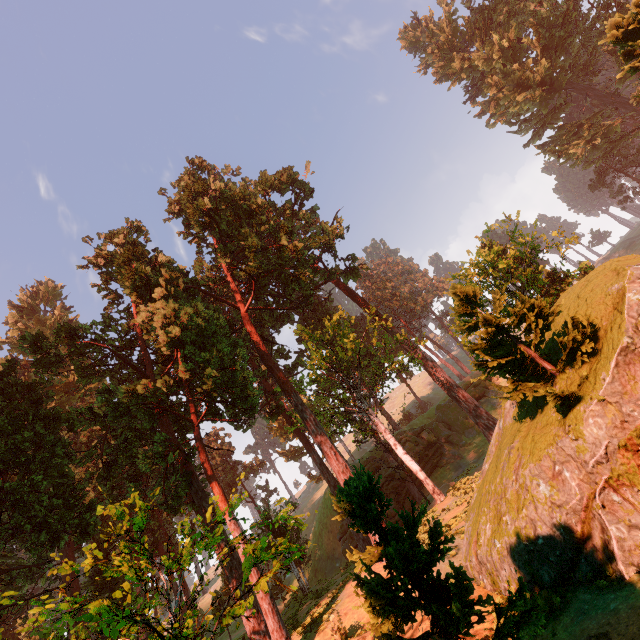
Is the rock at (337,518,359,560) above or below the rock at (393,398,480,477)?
below

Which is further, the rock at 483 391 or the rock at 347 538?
the rock at 483 391

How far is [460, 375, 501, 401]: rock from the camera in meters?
41.4

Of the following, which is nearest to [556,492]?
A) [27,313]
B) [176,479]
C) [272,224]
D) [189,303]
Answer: [176,479]

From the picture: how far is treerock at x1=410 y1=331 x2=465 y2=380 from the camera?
23.5m

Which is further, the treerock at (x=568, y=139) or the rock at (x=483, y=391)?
the treerock at (x=568, y=139)

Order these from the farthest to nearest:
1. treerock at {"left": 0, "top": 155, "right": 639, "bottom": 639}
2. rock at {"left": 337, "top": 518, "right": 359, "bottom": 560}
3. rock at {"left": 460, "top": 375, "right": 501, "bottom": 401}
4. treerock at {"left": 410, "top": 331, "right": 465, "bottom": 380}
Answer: rock at {"left": 460, "top": 375, "right": 501, "bottom": 401}, rock at {"left": 337, "top": 518, "right": 359, "bottom": 560}, treerock at {"left": 410, "top": 331, "right": 465, "bottom": 380}, treerock at {"left": 0, "top": 155, "right": 639, "bottom": 639}

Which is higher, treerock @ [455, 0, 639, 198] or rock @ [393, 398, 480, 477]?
treerock @ [455, 0, 639, 198]
